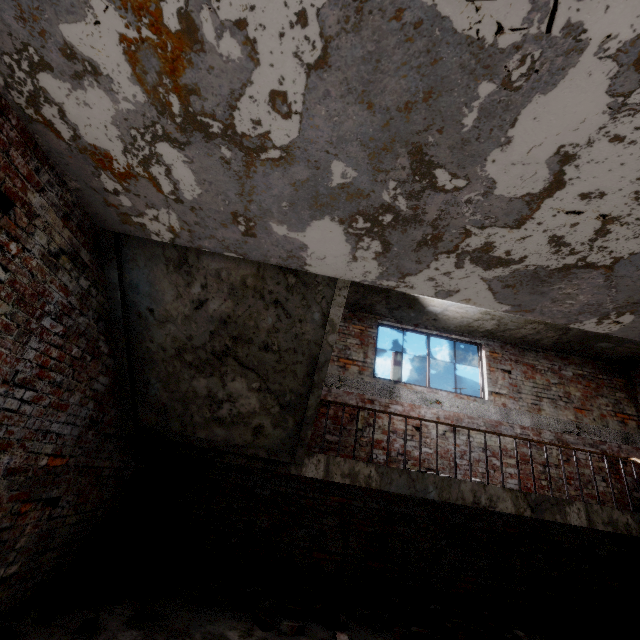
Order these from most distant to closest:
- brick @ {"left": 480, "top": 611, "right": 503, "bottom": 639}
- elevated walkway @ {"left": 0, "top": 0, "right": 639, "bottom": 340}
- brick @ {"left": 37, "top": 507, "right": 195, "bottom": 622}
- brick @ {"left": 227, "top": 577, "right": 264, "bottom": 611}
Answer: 1. brick @ {"left": 480, "top": 611, "right": 503, "bottom": 639}
2. brick @ {"left": 227, "top": 577, "right": 264, "bottom": 611}
3. brick @ {"left": 37, "top": 507, "right": 195, "bottom": 622}
4. elevated walkway @ {"left": 0, "top": 0, "right": 639, "bottom": 340}

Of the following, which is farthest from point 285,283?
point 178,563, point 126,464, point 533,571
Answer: point 533,571

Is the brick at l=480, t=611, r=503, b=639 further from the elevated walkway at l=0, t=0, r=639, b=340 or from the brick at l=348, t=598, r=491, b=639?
the elevated walkway at l=0, t=0, r=639, b=340

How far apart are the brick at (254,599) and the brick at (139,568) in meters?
0.9

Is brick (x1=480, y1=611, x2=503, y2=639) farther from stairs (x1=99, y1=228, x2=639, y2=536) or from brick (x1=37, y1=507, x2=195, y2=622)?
brick (x1=37, y1=507, x2=195, y2=622)

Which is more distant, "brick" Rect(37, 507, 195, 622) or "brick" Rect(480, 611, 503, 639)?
"brick" Rect(480, 611, 503, 639)

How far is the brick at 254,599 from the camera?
3.69m

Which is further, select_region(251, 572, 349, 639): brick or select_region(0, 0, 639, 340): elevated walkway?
select_region(251, 572, 349, 639): brick
